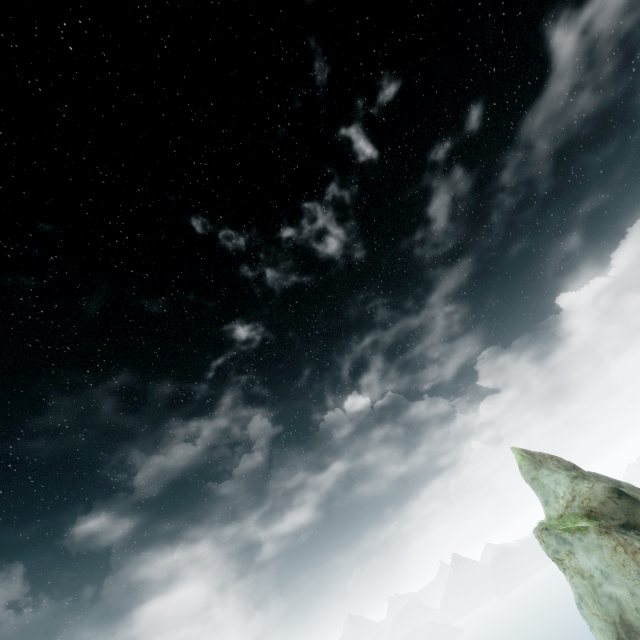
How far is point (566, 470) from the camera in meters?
34.3
